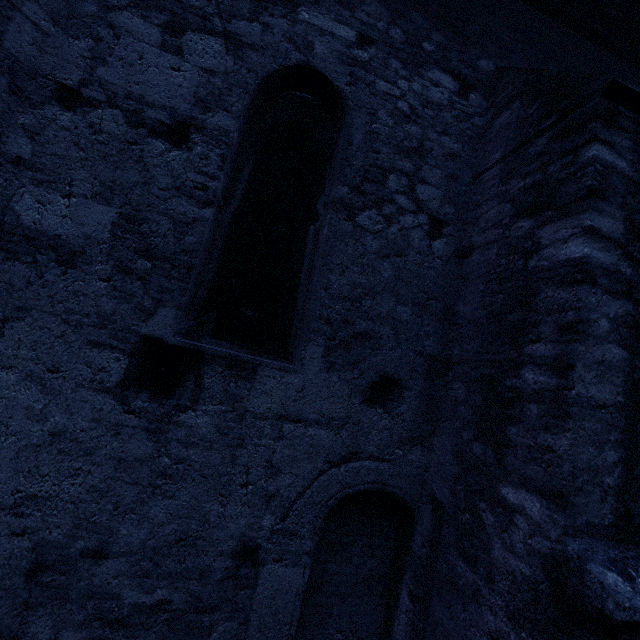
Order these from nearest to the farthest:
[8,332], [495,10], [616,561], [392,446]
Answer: [616,561], [8,332], [392,446], [495,10]
